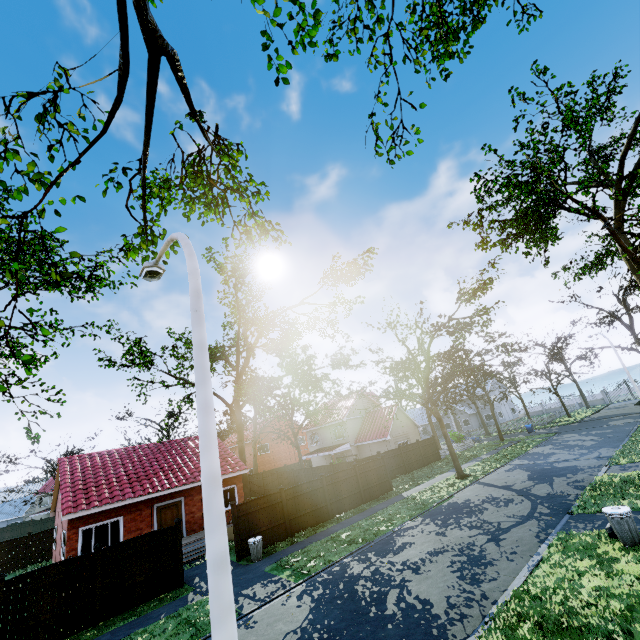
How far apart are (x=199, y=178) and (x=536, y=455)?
30.6m

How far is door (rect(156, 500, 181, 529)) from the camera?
→ 19.33m

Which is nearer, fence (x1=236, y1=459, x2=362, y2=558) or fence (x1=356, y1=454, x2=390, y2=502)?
fence (x1=236, y1=459, x2=362, y2=558)

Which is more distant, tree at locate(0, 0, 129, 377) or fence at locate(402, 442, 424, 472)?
fence at locate(402, 442, 424, 472)

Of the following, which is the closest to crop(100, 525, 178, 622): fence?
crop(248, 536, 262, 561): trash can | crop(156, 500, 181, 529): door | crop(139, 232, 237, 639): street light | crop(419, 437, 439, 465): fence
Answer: crop(419, 437, 439, 465): fence

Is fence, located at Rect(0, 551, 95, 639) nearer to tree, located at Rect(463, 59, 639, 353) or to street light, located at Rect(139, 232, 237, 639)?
tree, located at Rect(463, 59, 639, 353)

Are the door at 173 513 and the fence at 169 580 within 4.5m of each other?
no

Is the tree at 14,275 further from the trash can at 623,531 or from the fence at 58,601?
the trash can at 623,531
